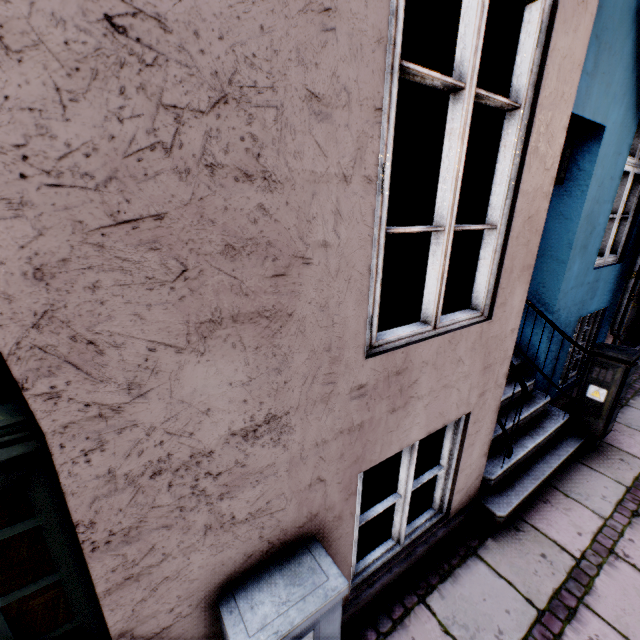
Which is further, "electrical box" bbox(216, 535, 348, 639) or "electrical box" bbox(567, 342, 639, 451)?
"electrical box" bbox(567, 342, 639, 451)

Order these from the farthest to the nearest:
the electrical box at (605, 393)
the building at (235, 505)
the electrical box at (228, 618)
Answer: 1. the electrical box at (605, 393)
2. the electrical box at (228, 618)
3. the building at (235, 505)

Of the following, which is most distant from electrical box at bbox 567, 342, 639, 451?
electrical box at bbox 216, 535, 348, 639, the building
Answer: electrical box at bbox 216, 535, 348, 639

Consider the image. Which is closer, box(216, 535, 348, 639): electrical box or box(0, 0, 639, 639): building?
box(0, 0, 639, 639): building

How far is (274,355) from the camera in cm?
125

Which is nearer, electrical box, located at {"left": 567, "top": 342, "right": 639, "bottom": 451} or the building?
the building

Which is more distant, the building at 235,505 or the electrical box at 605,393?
the electrical box at 605,393
